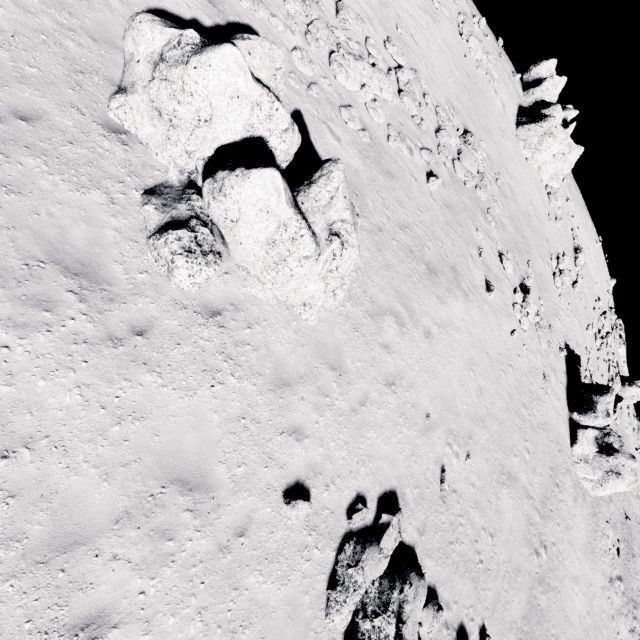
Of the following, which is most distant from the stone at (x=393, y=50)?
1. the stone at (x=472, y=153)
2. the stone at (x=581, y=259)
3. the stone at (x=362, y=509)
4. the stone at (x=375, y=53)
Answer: the stone at (x=581, y=259)

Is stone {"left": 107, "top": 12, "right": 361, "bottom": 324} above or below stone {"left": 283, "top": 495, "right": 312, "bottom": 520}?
above

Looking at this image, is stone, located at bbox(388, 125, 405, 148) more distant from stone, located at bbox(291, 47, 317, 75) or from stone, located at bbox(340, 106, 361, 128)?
stone, located at bbox(291, 47, 317, 75)

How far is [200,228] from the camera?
6.3m

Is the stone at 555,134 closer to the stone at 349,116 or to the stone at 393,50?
the stone at 393,50

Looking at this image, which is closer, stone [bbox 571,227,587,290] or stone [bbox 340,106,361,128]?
stone [bbox 340,106,361,128]

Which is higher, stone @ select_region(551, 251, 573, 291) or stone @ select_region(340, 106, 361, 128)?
stone @ select_region(551, 251, 573, 291)

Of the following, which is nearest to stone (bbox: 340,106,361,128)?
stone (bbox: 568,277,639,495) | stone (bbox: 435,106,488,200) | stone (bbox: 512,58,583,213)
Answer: stone (bbox: 435,106,488,200)
